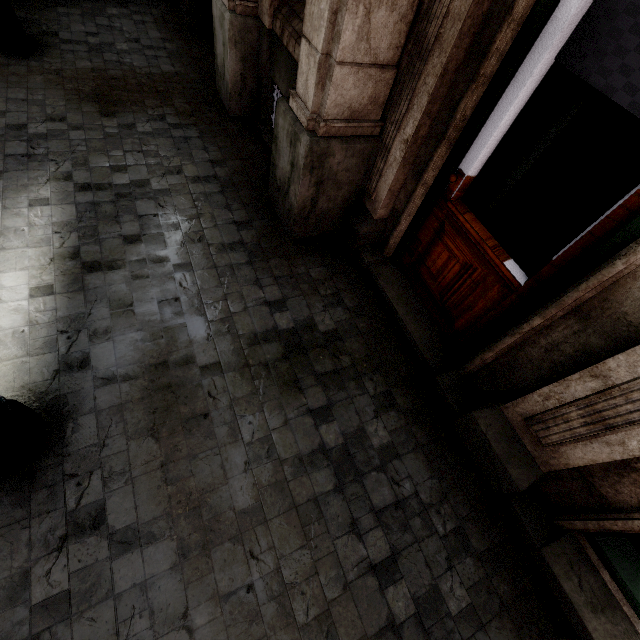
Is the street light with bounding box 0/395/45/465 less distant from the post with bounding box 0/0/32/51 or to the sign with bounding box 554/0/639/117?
the sign with bounding box 554/0/639/117

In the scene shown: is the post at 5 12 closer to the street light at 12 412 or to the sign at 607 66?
the street light at 12 412

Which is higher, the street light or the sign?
the sign

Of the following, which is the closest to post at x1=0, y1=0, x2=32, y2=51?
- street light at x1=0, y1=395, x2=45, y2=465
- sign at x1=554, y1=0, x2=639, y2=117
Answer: street light at x1=0, y1=395, x2=45, y2=465

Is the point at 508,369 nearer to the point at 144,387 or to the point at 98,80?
the point at 144,387
